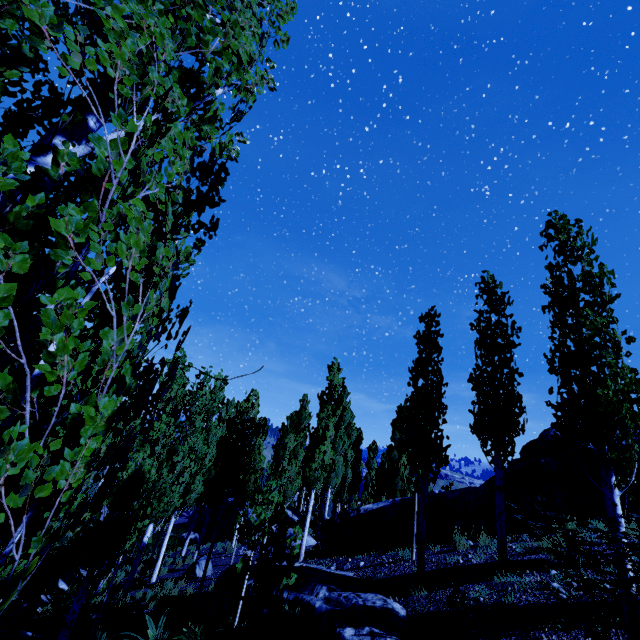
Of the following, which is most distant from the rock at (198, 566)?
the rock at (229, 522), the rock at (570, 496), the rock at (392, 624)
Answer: the rock at (229, 522)

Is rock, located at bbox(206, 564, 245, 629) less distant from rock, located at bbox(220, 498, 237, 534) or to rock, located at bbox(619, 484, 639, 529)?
rock, located at bbox(619, 484, 639, 529)

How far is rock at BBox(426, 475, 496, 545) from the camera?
10.56m

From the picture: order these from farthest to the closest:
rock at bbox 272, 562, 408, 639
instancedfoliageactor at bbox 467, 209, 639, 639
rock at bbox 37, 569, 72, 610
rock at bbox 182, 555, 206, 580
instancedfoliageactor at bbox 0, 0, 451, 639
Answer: rock at bbox 182, 555, 206, 580 < rock at bbox 37, 569, 72, 610 < rock at bbox 272, 562, 408, 639 < instancedfoliageactor at bbox 467, 209, 639, 639 < instancedfoliageactor at bbox 0, 0, 451, 639

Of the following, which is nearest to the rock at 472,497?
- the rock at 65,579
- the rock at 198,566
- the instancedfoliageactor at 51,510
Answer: the instancedfoliageactor at 51,510

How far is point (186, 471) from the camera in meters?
14.3

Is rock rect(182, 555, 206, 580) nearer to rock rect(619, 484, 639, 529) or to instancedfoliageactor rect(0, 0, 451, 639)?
instancedfoliageactor rect(0, 0, 451, 639)

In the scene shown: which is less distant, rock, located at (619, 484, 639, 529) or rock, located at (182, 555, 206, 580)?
rock, located at (619, 484, 639, 529)
